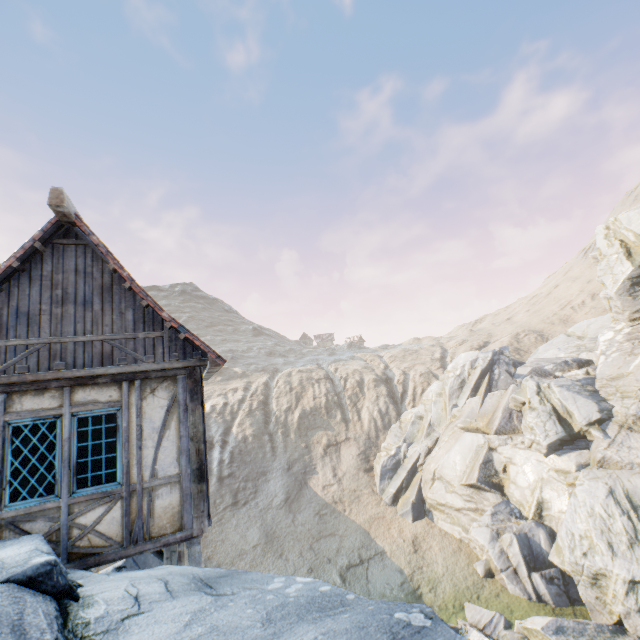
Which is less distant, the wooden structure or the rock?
the rock

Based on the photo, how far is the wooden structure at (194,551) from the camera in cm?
585

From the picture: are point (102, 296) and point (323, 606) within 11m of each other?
yes

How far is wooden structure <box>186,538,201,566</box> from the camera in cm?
585

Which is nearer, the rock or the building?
the rock

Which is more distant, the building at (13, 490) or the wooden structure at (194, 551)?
the wooden structure at (194, 551)

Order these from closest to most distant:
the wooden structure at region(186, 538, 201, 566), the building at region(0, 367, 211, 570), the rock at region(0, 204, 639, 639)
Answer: the rock at region(0, 204, 639, 639) < the building at region(0, 367, 211, 570) < the wooden structure at region(186, 538, 201, 566)

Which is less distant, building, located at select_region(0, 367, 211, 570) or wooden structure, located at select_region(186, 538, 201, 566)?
building, located at select_region(0, 367, 211, 570)
